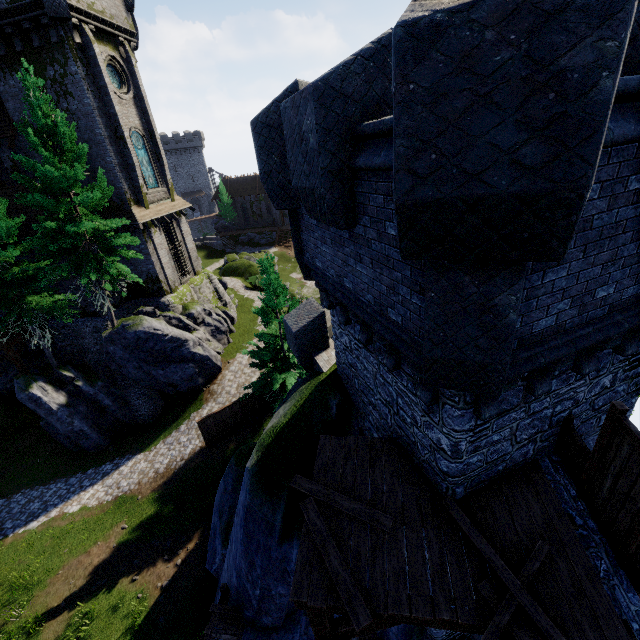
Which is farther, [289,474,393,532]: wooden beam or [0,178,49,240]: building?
[0,178,49,240]: building

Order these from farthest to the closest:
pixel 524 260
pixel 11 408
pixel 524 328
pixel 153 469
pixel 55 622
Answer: pixel 11 408
pixel 153 469
pixel 55 622
pixel 524 328
pixel 524 260

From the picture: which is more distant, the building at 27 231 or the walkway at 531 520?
the building at 27 231

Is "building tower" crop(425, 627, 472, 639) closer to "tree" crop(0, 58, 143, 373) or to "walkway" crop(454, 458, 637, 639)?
"walkway" crop(454, 458, 637, 639)

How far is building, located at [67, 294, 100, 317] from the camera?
22.3 meters

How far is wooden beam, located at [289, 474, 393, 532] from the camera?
5.4m

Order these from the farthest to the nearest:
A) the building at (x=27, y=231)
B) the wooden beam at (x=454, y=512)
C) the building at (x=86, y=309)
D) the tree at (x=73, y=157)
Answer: the building at (x=86, y=309) → the building at (x=27, y=231) → the tree at (x=73, y=157) → the wooden beam at (x=454, y=512)

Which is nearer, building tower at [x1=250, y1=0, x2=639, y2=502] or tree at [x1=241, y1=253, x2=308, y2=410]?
building tower at [x1=250, y1=0, x2=639, y2=502]
